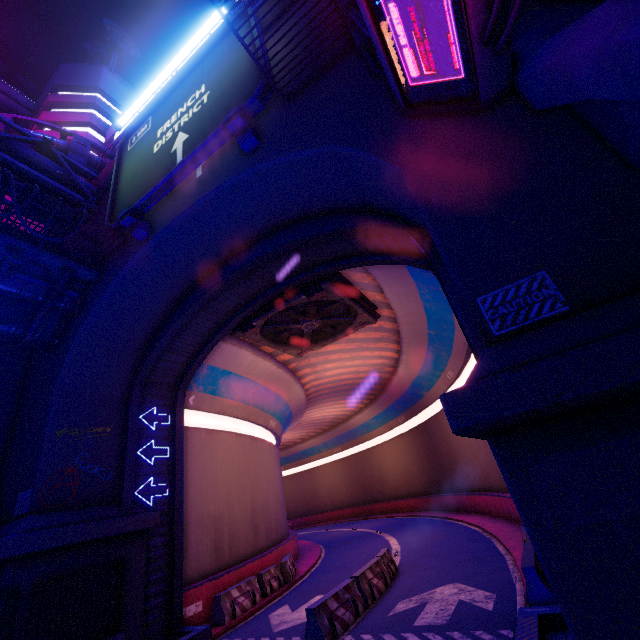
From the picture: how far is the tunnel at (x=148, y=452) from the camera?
12.94m

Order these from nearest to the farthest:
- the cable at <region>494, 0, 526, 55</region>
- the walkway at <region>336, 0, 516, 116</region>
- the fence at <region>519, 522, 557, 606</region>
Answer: the cable at <region>494, 0, 526, 55</region>, the walkway at <region>336, 0, 516, 116</region>, the fence at <region>519, 522, 557, 606</region>

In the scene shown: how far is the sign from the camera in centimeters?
912cm

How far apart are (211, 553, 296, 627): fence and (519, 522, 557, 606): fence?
10.1m

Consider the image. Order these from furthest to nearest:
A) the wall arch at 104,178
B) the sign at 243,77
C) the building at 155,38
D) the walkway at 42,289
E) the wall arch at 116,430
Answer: the building at 155,38
the wall arch at 104,178
the walkway at 42,289
the sign at 243,77
the wall arch at 116,430

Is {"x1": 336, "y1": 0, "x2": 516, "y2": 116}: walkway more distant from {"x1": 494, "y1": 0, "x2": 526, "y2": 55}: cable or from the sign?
the sign

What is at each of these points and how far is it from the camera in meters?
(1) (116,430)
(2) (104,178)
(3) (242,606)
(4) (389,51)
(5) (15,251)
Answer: (1) wall arch, 12.5 m
(2) wall arch, 14.9 m
(3) fence, 12.5 m
(4) walkway, 5.4 m
(5) walkway, 10.3 m

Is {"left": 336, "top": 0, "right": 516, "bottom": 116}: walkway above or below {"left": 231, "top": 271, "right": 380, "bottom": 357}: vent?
below
